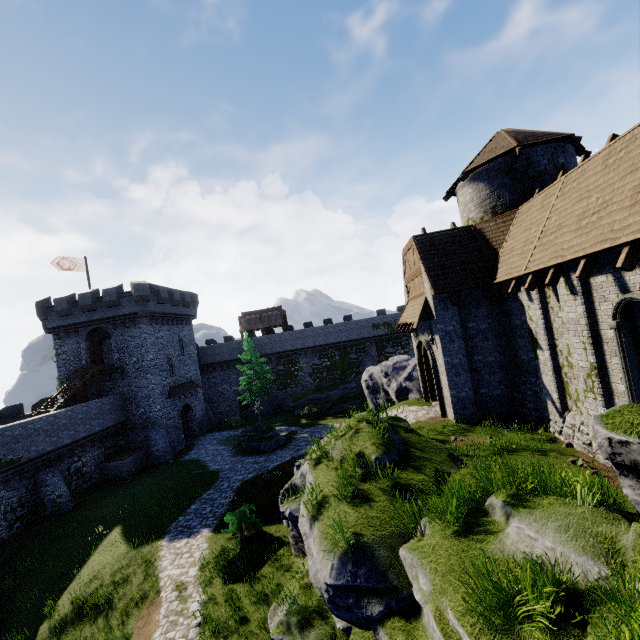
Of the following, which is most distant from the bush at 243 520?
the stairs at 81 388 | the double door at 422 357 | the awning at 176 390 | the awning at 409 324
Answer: the awning at 176 390

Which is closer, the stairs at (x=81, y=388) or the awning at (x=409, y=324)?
the awning at (x=409, y=324)

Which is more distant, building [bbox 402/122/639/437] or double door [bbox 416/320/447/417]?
double door [bbox 416/320/447/417]

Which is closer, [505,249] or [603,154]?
[603,154]

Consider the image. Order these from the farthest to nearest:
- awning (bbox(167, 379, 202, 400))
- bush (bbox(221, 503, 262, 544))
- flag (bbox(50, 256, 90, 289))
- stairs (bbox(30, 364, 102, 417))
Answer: awning (bbox(167, 379, 202, 400)), flag (bbox(50, 256, 90, 289)), stairs (bbox(30, 364, 102, 417)), bush (bbox(221, 503, 262, 544))

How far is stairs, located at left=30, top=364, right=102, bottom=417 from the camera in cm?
2532

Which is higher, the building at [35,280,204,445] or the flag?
the flag

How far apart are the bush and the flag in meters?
27.8 m
